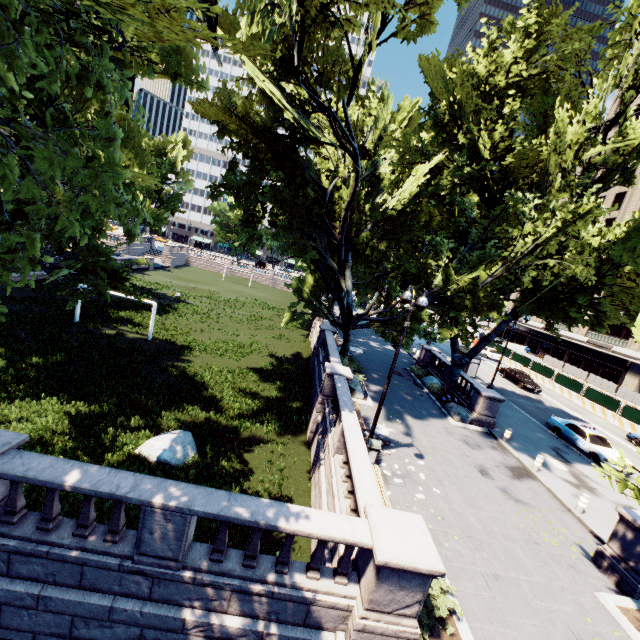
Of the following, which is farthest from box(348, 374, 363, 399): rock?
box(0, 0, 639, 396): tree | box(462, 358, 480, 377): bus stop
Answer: box(462, 358, 480, 377): bus stop

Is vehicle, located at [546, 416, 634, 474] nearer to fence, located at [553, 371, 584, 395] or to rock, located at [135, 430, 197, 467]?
fence, located at [553, 371, 584, 395]

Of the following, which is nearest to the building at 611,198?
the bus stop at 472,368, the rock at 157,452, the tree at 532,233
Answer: the tree at 532,233

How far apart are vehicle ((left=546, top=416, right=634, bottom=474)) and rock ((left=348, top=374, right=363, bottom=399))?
14.0 meters

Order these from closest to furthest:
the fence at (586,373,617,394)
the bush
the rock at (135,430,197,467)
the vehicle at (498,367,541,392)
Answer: the bush < the rock at (135,430,197,467) < the vehicle at (498,367,541,392) < the fence at (586,373,617,394)

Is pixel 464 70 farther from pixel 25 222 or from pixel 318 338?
pixel 25 222

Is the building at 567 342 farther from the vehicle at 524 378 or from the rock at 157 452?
the rock at 157 452

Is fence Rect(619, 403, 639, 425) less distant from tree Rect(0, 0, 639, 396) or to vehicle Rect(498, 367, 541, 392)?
vehicle Rect(498, 367, 541, 392)
